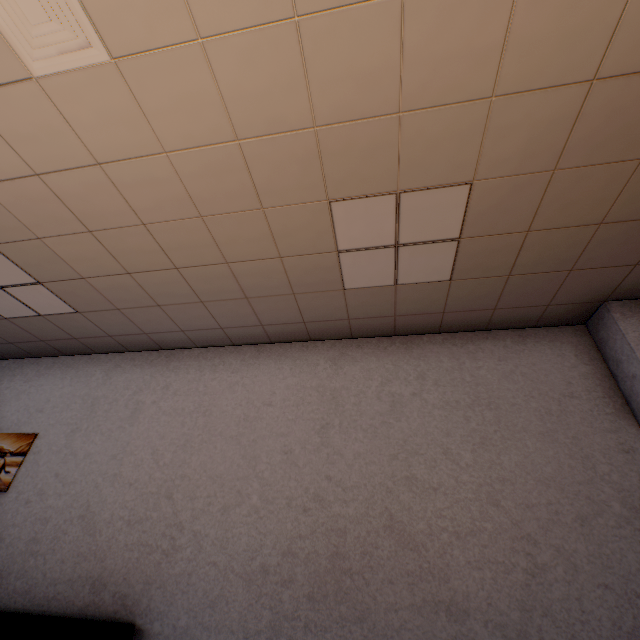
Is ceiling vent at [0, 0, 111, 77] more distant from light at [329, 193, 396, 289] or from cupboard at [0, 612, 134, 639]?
cupboard at [0, 612, 134, 639]

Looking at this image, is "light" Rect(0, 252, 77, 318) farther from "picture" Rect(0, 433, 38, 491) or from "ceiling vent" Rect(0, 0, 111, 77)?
"ceiling vent" Rect(0, 0, 111, 77)

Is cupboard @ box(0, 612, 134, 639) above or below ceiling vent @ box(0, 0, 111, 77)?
below

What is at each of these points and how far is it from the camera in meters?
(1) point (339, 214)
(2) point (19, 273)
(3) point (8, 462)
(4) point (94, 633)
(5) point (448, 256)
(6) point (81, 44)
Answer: (1) light, 2.4
(2) light, 3.1
(3) picture, 3.7
(4) cupboard, 2.4
(5) light, 2.7
(6) ceiling vent, 1.7

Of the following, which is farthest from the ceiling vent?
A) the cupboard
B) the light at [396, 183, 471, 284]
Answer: the cupboard

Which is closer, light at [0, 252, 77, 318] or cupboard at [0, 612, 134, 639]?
cupboard at [0, 612, 134, 639]

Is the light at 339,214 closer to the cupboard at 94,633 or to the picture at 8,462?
the cupboard at 94,633

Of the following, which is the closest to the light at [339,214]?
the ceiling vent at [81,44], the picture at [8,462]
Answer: the ceiling vent at [81,44]
